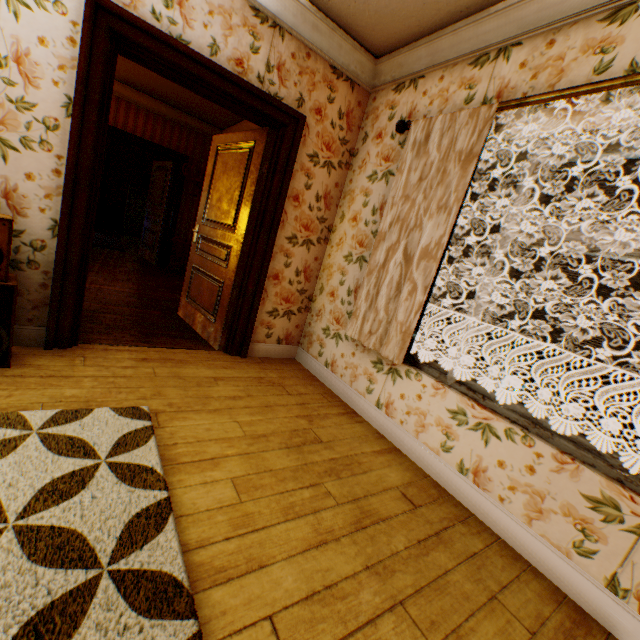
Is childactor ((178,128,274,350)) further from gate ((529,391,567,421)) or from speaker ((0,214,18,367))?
gate ((529,391,567,421))

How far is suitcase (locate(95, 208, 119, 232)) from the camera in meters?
10.6 m

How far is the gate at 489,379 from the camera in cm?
1519

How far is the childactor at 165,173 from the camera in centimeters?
698cm

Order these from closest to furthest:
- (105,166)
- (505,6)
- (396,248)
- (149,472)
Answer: (149,472) < (505,6) < (396,248) < (105,166)

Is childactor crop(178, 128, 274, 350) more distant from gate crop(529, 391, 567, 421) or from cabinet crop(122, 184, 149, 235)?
gate crop(529, 391, 567, 421)

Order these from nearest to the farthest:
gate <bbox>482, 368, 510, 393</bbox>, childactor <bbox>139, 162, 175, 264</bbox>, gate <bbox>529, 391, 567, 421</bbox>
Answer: childactor <bbox>139, 162, 175, 264</bbox> → gate <bbox>529, 391, 567, 421</bbox> → gate <bbox>482, 368, 510, 393</bbox>

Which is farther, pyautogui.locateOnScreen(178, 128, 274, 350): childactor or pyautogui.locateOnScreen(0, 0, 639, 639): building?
pyautogui.locateOnScreen(178, 128, 274, 350): childactor
